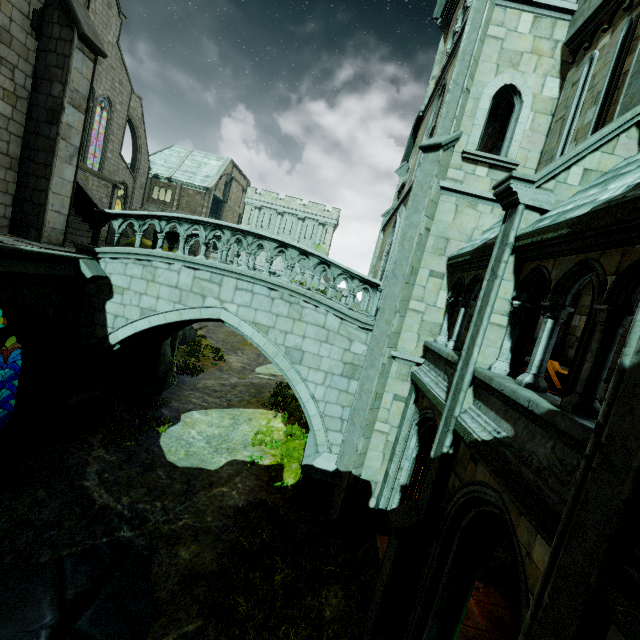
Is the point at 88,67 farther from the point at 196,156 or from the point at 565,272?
the point at 196,156

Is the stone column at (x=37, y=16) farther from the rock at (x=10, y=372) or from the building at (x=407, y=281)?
the rock at (x=10, y=372)

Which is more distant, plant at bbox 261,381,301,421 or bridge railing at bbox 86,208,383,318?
plant at bbox 261,381,301,421

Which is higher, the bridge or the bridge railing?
the bridge railing

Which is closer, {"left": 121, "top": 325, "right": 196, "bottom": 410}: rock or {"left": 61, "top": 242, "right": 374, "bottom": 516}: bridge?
{"left": 61, "top": 242, "right": 374, "bottom": 516}: bridge

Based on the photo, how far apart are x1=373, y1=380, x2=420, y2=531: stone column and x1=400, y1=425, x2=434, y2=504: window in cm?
5

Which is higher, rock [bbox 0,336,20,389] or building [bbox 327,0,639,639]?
building [bbox 327,0,639,639]

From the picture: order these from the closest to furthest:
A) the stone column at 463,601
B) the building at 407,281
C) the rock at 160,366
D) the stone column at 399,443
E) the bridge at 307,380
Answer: the building at 407,281
the stone column at 463,601
the stone column at 399,443
the bridge at 307,380
the rock at 160,366
